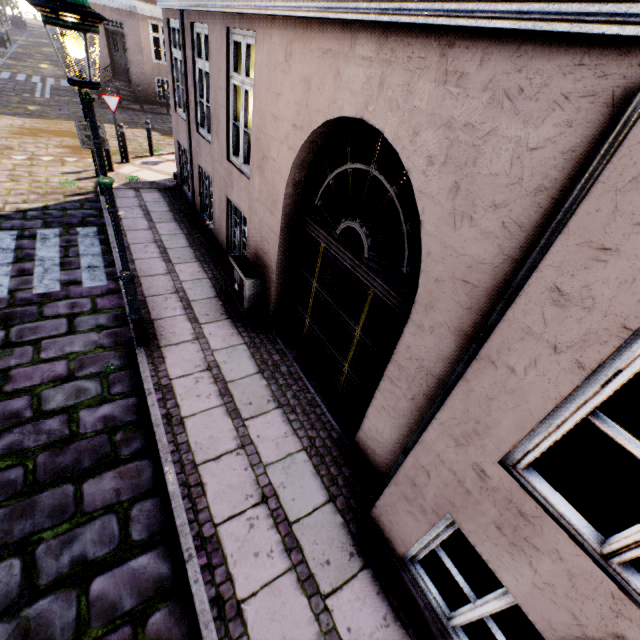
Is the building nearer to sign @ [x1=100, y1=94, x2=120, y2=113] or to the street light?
the street light

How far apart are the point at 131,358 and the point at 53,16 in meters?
3.7 m

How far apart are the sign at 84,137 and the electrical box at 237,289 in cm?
410

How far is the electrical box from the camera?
5.2m

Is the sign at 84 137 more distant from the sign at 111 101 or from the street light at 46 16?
the sign at 111 101

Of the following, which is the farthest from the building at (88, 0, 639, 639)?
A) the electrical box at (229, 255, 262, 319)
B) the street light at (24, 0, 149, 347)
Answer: the street light at (24, 0, 149, 347)

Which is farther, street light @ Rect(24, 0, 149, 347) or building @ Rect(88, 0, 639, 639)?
street light @ Rect(24, 0, 149, 347)

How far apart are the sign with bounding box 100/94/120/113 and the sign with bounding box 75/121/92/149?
4.19m
